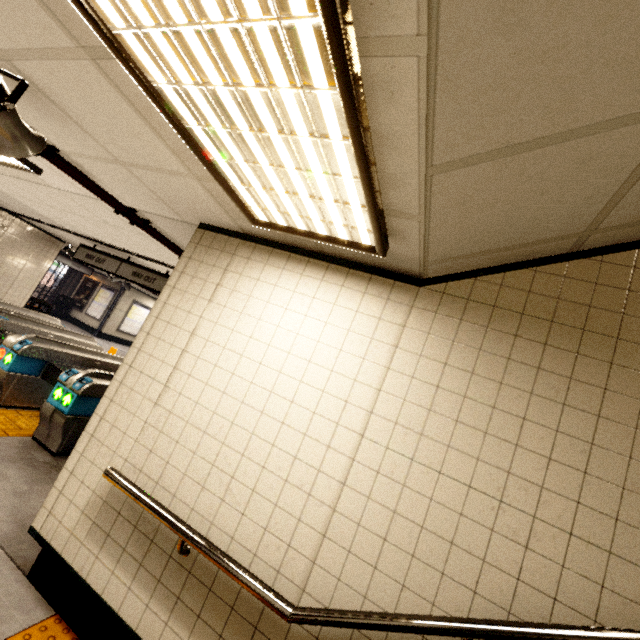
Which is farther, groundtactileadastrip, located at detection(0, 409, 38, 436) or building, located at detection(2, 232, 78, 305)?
building, located at detection(2, 232, 78, 305)

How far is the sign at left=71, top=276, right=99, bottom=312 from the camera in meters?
16.7 m

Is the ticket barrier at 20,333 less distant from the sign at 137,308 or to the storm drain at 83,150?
the storm drain at 83,150

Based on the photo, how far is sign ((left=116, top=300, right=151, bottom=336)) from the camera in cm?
1662

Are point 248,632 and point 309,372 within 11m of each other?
yes

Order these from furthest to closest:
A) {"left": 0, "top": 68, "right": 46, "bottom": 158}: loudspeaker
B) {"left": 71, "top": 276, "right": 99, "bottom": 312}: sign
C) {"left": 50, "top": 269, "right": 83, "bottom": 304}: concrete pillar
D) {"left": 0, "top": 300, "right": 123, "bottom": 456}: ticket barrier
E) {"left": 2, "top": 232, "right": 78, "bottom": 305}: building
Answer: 1. {"left": 50, "top": 269, "right": 83, "bottom": 304}: concrete pillar
2. {"left": 71, "top": 276, "right": 99, "bottom": 312}: sign
3. {"left": 2, "top": 232, "right": 78, "bottom": 305}: building
4. {"left": 0, "top": 300, "right": 123, "bottom": 456}: ticket barrier
5. {"left": 0, "top": 68, "right": 46, "bottom": 158}: loudspeaker

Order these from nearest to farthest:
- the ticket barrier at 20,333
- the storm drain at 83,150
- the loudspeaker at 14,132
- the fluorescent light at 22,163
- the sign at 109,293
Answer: the storm drain at 83,150, the loudspeaker at 14,132, the fluorescent light at 22,163, the ticket barrier at 20,333, the sign at 109,293

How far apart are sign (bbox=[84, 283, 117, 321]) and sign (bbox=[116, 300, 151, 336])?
0.78m
